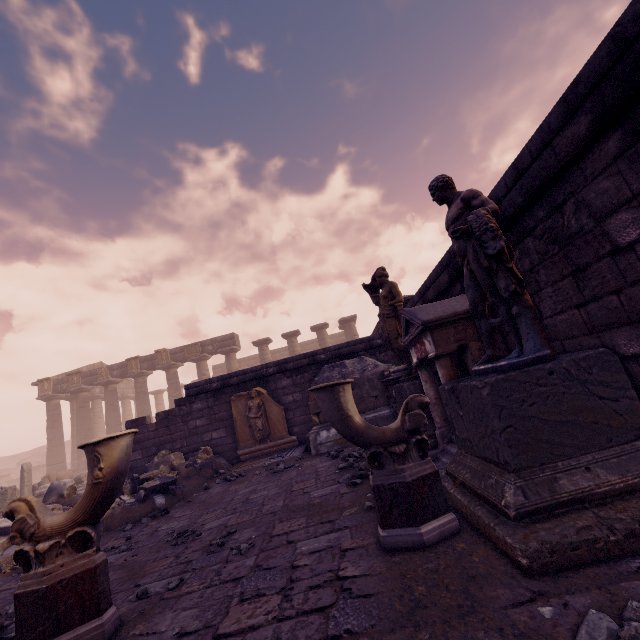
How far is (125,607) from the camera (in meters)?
2.59

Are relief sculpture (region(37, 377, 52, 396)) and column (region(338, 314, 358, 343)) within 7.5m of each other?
no

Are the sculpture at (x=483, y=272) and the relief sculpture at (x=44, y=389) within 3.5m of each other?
no

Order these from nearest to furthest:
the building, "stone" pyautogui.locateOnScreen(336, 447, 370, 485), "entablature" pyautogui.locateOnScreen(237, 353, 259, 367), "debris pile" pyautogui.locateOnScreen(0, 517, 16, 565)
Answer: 1. the building
2. "stone" pyautogui.locateOnScreen(336, 447, 370, 485)
3. "debris pile" pyautogui.locateOnScreen(0, 517, 16, 565)
4. "entablature" pyautogui.locateOnScreen(237, 353, 259, 367)

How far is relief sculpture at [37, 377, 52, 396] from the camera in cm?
2300

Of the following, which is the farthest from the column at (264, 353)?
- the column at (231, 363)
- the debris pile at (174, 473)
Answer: the debris pile at (174, 473)

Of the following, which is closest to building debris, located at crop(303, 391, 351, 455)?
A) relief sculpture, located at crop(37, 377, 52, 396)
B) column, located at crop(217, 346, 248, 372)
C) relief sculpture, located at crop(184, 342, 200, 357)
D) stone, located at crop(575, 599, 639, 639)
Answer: stone, located at crop(575, 599, 639, 639)

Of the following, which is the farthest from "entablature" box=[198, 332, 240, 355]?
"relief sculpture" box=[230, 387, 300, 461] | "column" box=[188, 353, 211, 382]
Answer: "relief sculpture" box=[230, 387, 300, 461]
